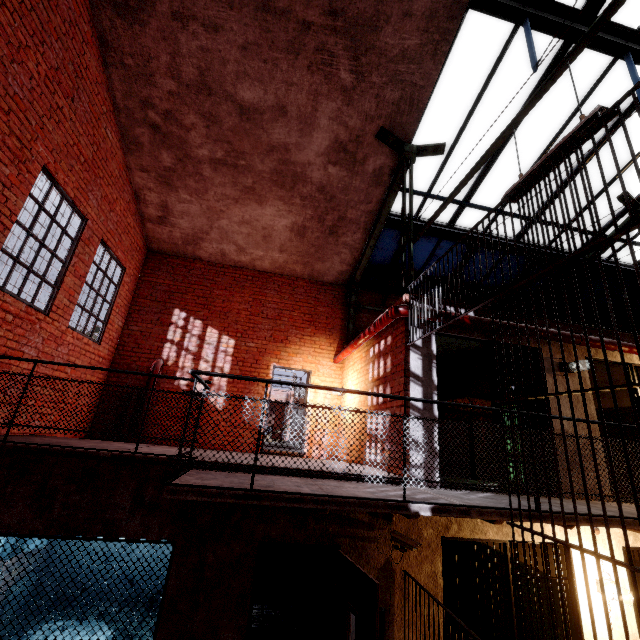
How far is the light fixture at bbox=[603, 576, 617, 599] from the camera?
4.4 meters

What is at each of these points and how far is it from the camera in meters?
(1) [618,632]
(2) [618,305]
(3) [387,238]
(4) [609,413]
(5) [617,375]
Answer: (1) building, 4.5 m
(2) window, 10.7 m
(3) window, 8.9 m
(4) building, 7.4 m
(5) building, 7.4 m

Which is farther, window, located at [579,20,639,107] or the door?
window, located at [579,20,639,107]

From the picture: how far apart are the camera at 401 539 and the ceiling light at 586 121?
4.3 meters

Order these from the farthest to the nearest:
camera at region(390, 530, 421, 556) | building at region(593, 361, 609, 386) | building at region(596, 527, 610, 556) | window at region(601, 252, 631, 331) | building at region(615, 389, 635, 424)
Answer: window at region(601, 252, 631, 331) → building at region(593, 361, 609, 386) → building at region(615, 389, 635, 424) → building at region(596, 527, 610, 556) → camera at region(390, 530, 421, 556)

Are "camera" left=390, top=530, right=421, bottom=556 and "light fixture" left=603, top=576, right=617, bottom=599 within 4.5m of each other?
yes

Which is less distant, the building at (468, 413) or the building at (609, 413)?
the building at (468, 413)

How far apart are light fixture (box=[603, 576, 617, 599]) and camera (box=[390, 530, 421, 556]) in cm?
294
